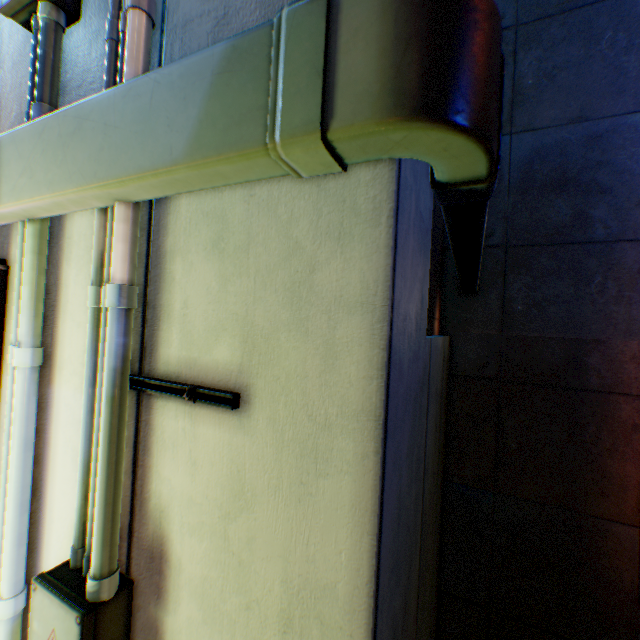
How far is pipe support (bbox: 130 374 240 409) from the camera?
1.0m

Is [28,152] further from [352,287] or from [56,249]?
[352,287]

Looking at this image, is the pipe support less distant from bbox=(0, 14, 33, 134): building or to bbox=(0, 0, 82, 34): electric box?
bbox=(0, 14, 33, 134): building

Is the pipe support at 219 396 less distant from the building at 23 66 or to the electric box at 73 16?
the building at 23 66

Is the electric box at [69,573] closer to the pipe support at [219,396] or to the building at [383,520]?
the building at [383,520]

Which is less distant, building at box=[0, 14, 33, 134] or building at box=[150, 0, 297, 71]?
building at box=[150, 0, 297, 71]

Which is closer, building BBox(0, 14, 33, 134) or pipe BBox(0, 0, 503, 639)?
pipe BBox(0, 0, 503, 639)

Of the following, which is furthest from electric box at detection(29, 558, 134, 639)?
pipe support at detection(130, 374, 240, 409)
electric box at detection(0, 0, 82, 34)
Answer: electric box at detection(0, 0, 82, 34)
